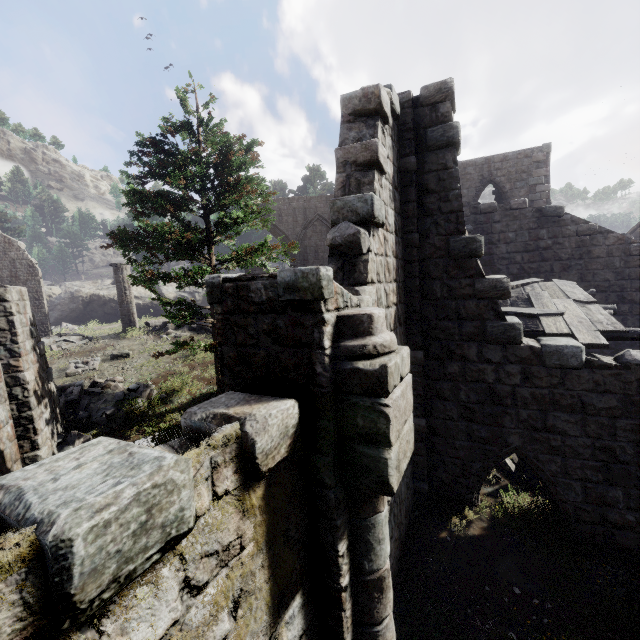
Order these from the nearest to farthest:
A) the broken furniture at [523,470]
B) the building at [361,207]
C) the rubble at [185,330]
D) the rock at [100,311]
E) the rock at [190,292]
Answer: the building at [361,207] → the broken furniture at [523,470] → the rubble at [185,330] → the rock at [100,311] → the rock at [190,292]

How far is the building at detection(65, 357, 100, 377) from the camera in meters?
16.2 m

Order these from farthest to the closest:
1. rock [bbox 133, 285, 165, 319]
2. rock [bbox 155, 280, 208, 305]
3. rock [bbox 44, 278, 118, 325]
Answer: rock [bbox 155, 280, 208, 305] < rock [bbox 133, 285, 165, 319] < rock [bbox 44, 278, 118, 325]

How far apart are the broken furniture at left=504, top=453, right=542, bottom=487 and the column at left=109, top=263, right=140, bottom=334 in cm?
2094

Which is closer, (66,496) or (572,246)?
(66,496)

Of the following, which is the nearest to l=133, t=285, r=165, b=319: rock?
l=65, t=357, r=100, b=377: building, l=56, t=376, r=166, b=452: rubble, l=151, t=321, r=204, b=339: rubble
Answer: l=151, t=321, r=204, b=339: rubble

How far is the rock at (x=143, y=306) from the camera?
33.81m

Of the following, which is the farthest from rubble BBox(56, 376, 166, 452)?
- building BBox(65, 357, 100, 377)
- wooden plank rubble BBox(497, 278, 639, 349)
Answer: wooden plank rubble BBox(497, 278, 639, 349)
